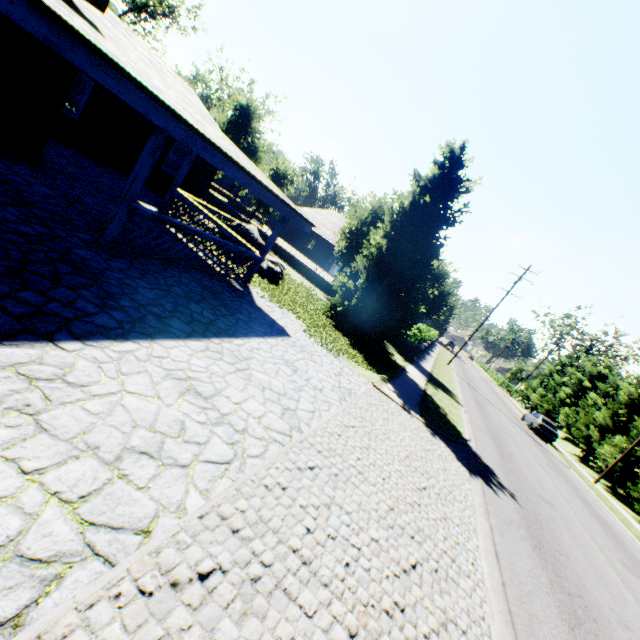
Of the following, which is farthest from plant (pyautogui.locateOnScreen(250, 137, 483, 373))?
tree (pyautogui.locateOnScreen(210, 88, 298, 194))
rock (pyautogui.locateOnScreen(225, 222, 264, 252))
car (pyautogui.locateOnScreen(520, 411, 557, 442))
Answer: car (pyautogui.locateOnScreen(520, 411, 557, 442))

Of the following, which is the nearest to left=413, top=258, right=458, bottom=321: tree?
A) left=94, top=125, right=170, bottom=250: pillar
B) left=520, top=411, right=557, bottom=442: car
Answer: left=520, top=411, right=557, bottom=442: car

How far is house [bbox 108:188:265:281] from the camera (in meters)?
6.76

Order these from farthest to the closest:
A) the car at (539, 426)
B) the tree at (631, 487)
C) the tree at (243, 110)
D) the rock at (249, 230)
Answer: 1. the car at (539, 426)
2. the tree at (243, 110)
3. the tree at (631, 487)
4. the rock at (249, 230)

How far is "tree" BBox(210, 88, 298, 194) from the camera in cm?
2475

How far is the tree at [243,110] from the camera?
24.8 meters

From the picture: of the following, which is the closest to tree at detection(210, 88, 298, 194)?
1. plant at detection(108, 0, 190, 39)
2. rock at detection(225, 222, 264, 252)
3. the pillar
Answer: plant at detection(108, 0, 190, 39)

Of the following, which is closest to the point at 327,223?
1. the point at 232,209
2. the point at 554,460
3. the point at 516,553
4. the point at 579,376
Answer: the point at 232,209
